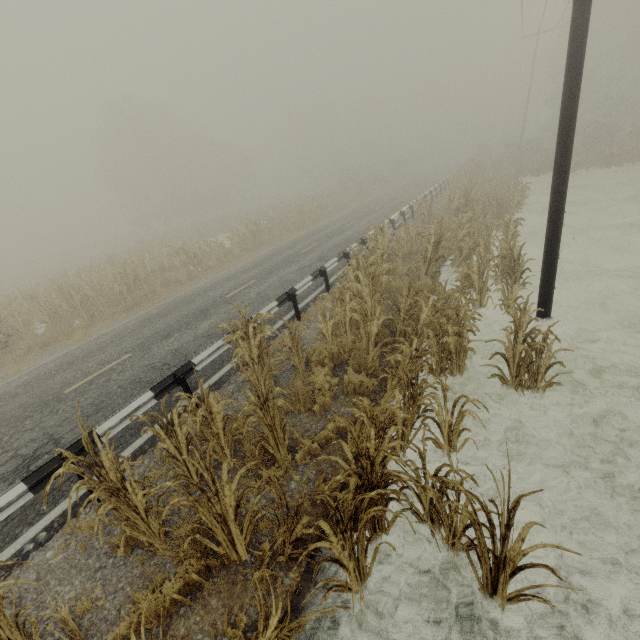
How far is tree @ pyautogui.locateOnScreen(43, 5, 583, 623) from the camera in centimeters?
309cm

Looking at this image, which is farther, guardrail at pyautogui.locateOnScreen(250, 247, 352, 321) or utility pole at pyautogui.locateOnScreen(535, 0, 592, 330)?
guardrail at pyautogui.locateOnScreen(250, 247, 352, 321)

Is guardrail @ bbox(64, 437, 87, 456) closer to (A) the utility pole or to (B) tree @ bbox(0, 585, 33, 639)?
(B) tree @ bbox(0, 585, 33, 639)

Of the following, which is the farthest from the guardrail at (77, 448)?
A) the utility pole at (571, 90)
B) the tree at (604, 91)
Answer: the utility pole at (571, 90)

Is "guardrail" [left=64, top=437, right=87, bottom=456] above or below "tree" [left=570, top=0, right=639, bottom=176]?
below

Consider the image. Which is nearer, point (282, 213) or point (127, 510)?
point (127, 510)
